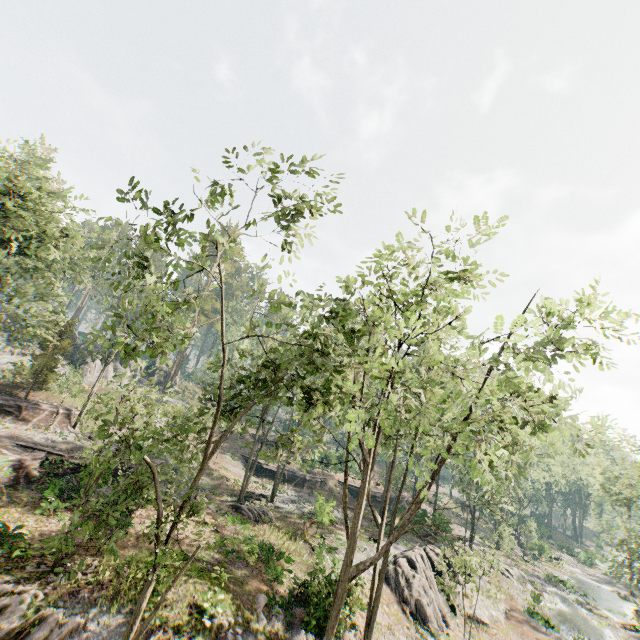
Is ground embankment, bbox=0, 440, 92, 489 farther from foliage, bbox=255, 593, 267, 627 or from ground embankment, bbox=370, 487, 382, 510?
ground embankment, bbox=370, 487, 382, 510

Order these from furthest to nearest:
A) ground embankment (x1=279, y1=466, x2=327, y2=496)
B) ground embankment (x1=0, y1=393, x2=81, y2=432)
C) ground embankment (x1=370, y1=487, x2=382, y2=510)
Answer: ground embankment (x1=370, y1=487, x2=382, y2=510) < ground embankment (x1=279, y1=466, x2=327, y2=496) < ground embankment (x1=0, y1=393, x2=81, y2=432)

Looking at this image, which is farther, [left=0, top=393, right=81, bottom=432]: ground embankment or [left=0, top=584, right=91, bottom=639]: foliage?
[left=0, top=393, right=81, bottom=432]: ground embankment

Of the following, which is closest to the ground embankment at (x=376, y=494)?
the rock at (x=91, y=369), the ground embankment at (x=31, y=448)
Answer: the ground embankment at (x=31, y=448)

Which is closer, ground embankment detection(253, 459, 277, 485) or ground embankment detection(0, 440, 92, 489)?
ground embankment detection(0, 440, 92, 489)

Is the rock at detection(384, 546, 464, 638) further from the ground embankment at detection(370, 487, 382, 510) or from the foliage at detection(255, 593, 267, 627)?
the ground embankment at detection(370, 487, 382, 510)

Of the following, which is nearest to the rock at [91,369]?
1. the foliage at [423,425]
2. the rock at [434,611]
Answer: the foliage at [423,425]

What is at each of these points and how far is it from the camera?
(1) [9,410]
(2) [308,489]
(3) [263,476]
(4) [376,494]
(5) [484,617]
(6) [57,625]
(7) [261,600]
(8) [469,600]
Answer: (1) ground embankment, 28.0m
(2) ground embankment, 41.2m
(3) ground embankment, 41.2m
(4) ground embankment, 44.0m
(5) rock, 25.7m
(6) foliage, 11.7m
(7) foliage, 16.5m
(8) rock, 27.1m
